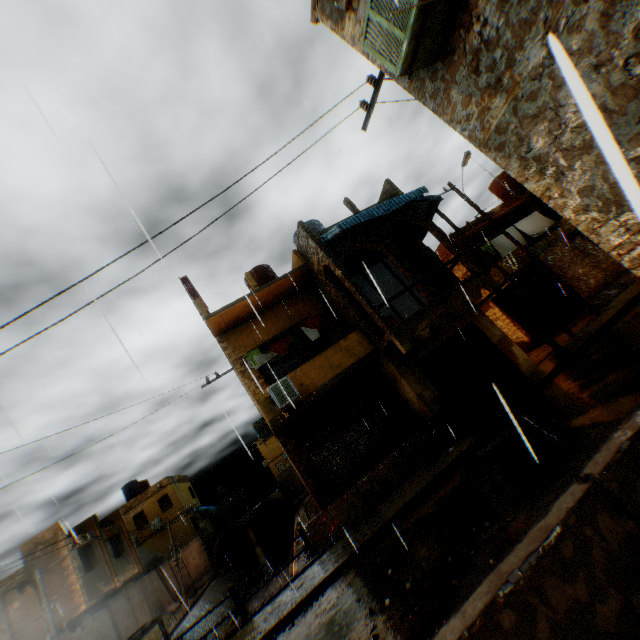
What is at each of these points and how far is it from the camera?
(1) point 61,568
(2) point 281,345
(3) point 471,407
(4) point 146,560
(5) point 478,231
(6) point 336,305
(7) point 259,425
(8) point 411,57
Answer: (1) building, 18.23m
(2) dryer, 12.84m
(3) wooden gate, 11.69m
(4) building, 30.22m
(5) building, 18.23m
(6) building, 13.62m
(7) air conditioner, 16.86m
(8) air conditioner, 4.02m

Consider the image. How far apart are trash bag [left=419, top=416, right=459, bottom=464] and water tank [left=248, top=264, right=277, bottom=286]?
9.24m

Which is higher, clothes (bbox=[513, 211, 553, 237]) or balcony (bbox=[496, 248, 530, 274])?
clothes (bbox=[513, 211, 553, 237])

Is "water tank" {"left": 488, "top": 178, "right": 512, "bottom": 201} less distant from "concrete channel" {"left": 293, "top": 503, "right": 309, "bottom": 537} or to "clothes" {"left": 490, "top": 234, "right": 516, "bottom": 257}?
"clothes" {"left": 490, "top": 234, "right": 516, "bottom": 257}

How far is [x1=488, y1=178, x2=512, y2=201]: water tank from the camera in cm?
2272

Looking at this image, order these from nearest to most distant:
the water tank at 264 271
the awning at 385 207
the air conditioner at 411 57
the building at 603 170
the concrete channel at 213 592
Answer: the building at 603 170
the air conditioner at 411 57
the awning at 385 207
the water tank at 264 271
the concrete channel at 213 592

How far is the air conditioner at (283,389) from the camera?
10.4 meters

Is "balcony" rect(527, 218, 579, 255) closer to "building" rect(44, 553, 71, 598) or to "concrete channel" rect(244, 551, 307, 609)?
"building" rect(44, 553, 71, 598)
